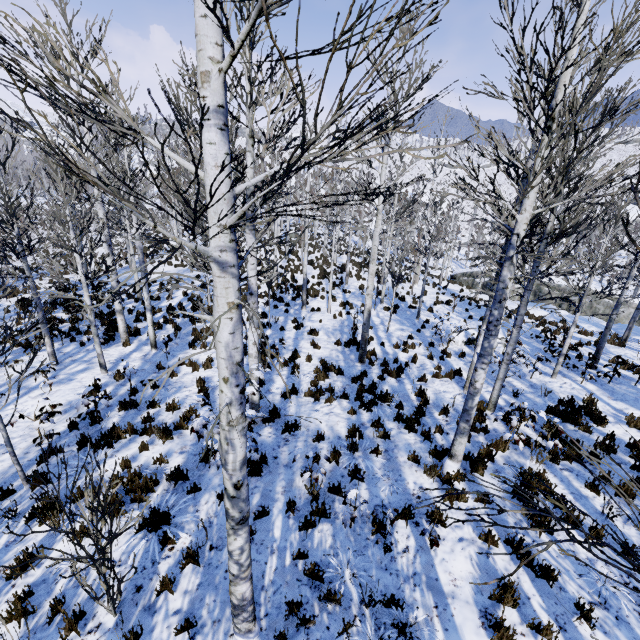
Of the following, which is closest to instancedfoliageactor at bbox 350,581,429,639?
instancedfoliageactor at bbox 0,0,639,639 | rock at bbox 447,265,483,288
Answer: rock at bbox 447,265,483,288

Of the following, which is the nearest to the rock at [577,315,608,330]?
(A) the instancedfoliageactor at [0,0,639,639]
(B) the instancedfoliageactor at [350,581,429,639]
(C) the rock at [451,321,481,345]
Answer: (B) the instancedfoliageactor at [350,581,429,639]

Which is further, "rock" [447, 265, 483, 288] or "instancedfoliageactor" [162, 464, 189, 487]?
"rock" [447, 265, 483, 288]

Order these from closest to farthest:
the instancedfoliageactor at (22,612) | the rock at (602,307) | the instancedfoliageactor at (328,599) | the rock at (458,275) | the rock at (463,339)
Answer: the instancedfoliageactor at (22,612) < the instancedfoliageactor at (328,599) < the rock at (463,339) < the rock at (602,307) < the rock at (458,275)

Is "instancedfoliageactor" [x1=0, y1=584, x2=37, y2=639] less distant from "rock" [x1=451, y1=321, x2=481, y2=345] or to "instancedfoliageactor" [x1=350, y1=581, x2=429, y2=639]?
"instancedfoliageactor" [x1=350, y1=581, x2=429, y2=639]

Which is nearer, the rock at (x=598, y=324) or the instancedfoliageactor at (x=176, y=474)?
the instancedfoliageactor at (x=176, y=474)

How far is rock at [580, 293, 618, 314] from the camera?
23.69m

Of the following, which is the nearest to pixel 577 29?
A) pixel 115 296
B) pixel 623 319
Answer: pixel 115 296
